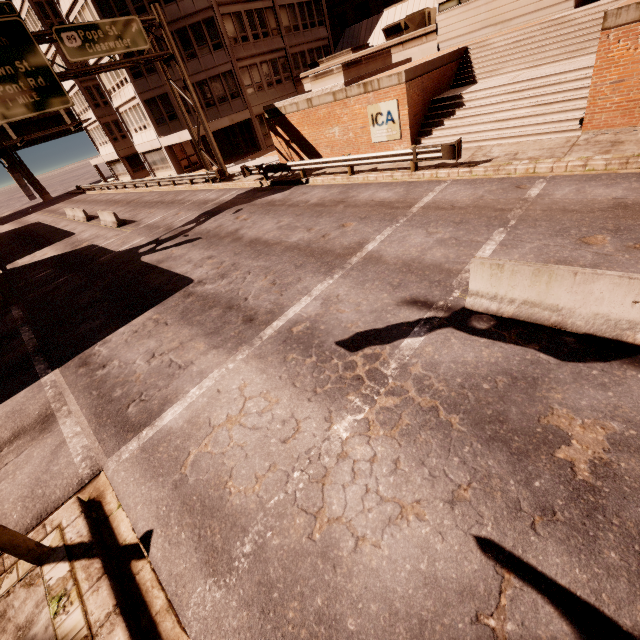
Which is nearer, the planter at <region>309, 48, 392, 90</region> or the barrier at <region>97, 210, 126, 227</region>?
the planter at <region>309, 48, 392, 90</region>

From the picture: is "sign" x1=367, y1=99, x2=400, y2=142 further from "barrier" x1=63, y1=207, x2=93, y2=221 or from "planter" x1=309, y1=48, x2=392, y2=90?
"barrier" x1=63, y1=207, x2=93, y2=221

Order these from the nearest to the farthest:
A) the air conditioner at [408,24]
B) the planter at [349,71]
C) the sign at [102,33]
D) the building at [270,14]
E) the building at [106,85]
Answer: the sign at [102,33] < the planter at [349,71] < the building at [270,14] < the air conditioner at [408,24] < the building at [106,85]

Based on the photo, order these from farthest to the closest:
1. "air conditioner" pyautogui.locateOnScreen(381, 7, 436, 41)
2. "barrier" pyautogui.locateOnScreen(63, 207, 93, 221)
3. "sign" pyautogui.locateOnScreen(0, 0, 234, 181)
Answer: "barrier" pyautogui.locateOnScreen(63, 207, 93, 221) < "air conditioner" pyautogui.locateOnScreen(381, 7, 436, 41) < "sign" pyautogui.locateOnScreen(0, 0, 234, 181)

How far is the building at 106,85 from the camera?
30.12m

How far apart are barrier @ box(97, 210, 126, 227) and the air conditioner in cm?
2378

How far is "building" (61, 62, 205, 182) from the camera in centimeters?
3012cm

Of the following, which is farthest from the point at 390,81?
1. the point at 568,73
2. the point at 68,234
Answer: the point at 68,234
